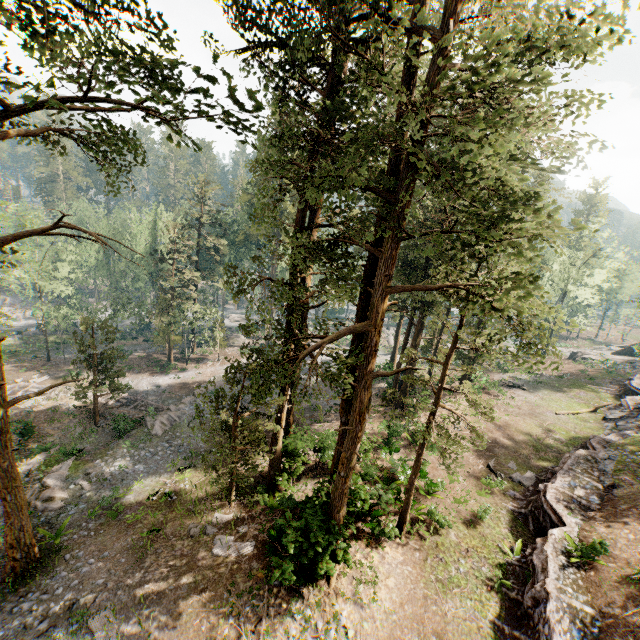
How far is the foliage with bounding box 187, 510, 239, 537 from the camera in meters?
15.6

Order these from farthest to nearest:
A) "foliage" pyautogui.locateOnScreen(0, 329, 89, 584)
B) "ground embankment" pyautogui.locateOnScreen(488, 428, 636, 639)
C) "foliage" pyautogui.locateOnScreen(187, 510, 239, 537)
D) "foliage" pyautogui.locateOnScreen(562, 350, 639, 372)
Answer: "foliage" pyautogui.locateOnScreen(562, 350, 639, 372) → "foliage" pyautogui.locateOnScreen(187, 510, 239, 537) → "foliage" pyautogui.locateOnScreen(0, 329, 89, 584) → "ground embankment" pyautogui.locateOnScreen(488, 428, 636, 639)

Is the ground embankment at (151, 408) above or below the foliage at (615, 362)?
below

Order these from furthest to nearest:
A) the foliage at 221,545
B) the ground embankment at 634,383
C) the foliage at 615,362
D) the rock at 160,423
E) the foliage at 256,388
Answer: the foliage at 615,362 < the ground embankment at 634,383 < the rock at 160,423 < the foliage at 221,545 < the foliage at 256,388

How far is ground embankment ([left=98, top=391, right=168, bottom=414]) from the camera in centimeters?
3051cm

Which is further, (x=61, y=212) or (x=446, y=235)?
(x=61, y=212)

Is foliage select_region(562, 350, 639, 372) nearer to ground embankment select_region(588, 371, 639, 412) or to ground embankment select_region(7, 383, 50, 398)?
ground embankment select_region(7, 383, 50, 398)
